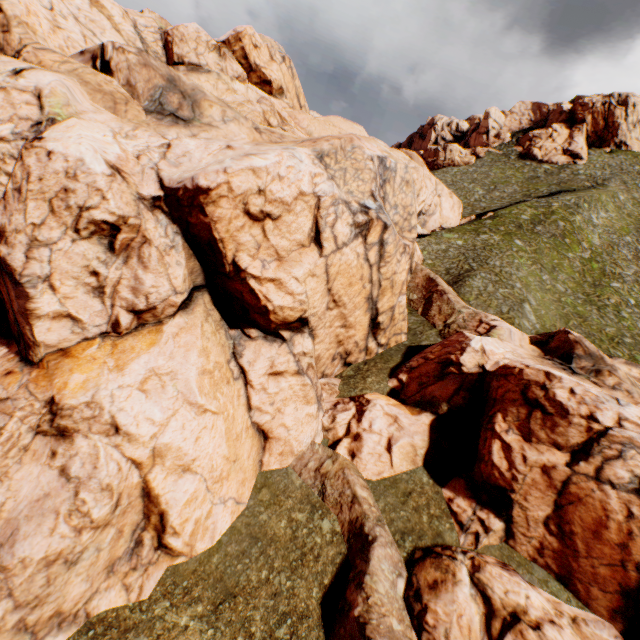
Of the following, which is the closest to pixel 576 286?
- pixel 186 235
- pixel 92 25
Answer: pixel 186 235
